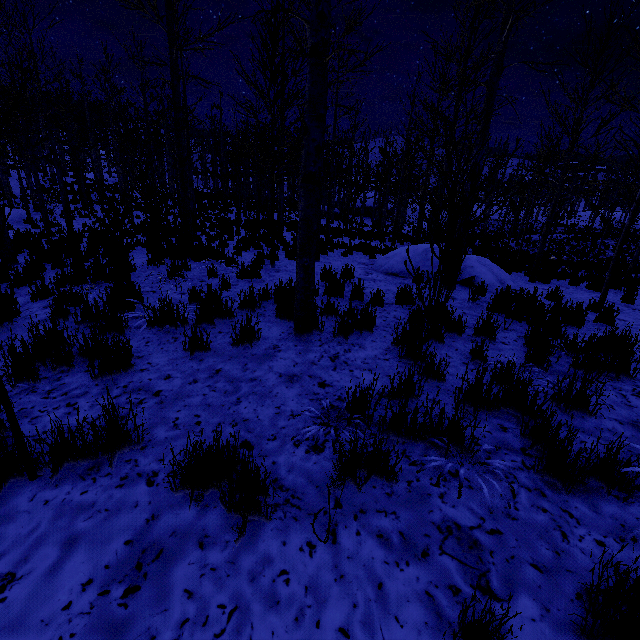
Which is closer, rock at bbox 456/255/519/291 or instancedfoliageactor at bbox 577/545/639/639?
instancedfoliageactor at bbox 577/545/639/639

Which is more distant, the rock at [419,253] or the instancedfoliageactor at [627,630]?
the rock at [419,253]

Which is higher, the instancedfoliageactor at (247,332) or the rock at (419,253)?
the rock at (419,253)

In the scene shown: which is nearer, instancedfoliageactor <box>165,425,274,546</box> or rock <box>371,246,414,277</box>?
instancedfoliageactor <box>165,425,274,546</box>

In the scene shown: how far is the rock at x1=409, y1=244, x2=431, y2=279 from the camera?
8.5m

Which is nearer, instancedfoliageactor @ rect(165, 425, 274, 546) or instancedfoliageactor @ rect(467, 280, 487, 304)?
instancedfoliageactor @ rect(165, 425, 274, 546)

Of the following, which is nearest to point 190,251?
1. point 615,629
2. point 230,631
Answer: point 230,631
